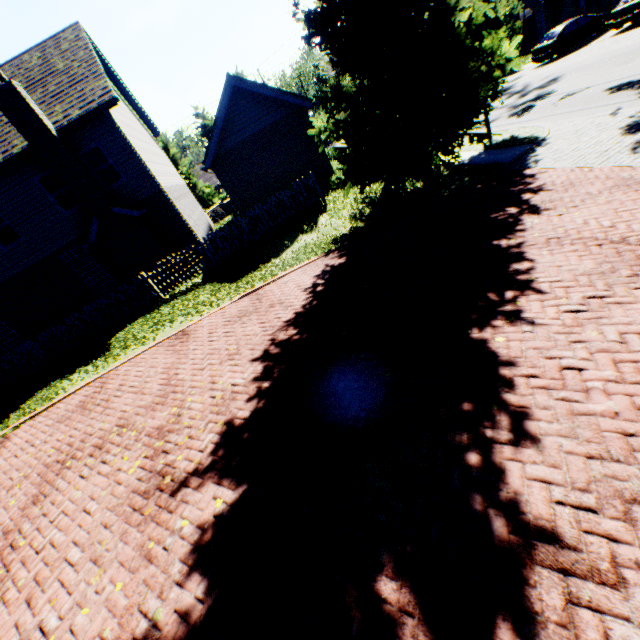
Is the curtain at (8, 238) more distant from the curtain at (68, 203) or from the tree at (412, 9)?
the tree at (412, 9)

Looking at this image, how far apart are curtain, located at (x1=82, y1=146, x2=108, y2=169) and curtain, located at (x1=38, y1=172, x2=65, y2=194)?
1.1m

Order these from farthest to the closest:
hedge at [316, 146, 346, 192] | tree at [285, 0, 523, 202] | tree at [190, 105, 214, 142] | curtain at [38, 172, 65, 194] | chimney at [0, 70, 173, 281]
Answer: tree at [190, 105, 214, 142] → hedge at [316, 146, 346, 192] → curtain at [38, 172, 65, 194] → chimney at [0, 70, 173, 281] → tree at [285, 0, 523, 202]

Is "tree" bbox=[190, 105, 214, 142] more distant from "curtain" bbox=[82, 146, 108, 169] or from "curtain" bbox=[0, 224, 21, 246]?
"curtain" bbox=[0, 224, 21, 246]

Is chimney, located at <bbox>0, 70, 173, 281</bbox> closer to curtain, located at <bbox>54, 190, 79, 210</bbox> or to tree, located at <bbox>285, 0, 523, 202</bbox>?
curtain, located at <bbox>54, 190, 79, 210</bbox>

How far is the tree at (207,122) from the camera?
35.0 meters

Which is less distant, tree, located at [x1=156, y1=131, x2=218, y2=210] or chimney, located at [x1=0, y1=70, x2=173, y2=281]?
chimney, located at [x1=0, y1=70, x2=173, y2=281]

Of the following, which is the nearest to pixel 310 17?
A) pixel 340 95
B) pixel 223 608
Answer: pixel 340 95
